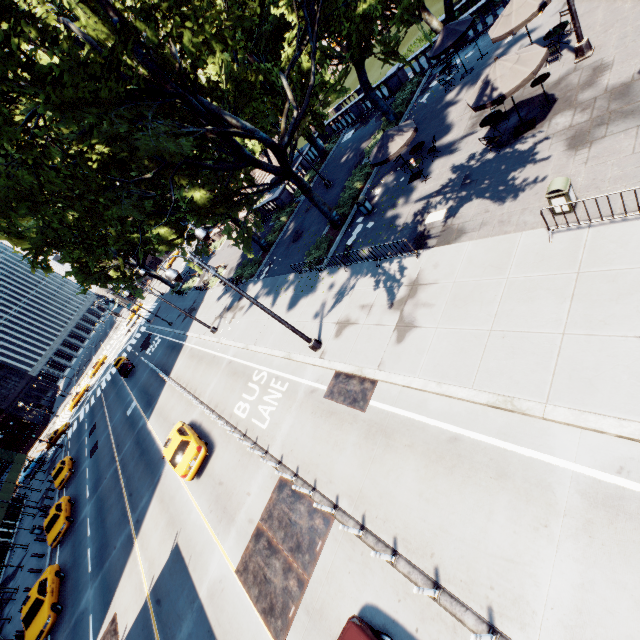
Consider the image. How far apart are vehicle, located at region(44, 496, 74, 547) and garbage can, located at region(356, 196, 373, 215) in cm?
3241

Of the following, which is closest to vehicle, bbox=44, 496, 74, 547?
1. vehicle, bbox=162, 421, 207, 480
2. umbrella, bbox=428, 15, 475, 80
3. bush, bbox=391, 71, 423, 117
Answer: vehicle, bbox=162, 421, 207, 480

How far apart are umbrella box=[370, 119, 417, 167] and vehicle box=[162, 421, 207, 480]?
17.0 meters

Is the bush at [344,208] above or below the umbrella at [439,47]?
below

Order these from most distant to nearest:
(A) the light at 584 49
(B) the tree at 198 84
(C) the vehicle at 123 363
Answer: (C) the vehicle at 123 363, (A) the light at 584 49, (B) the tree at 198 84

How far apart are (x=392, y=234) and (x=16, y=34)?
15.0 meters

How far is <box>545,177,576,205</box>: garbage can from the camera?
9.4m

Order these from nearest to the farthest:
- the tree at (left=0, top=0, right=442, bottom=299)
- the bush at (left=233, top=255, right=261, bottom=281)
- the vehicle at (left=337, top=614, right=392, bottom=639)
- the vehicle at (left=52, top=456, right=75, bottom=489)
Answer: the vehicle at (left=337, top=614, right=392, bottom=639) → the tree at (left=0, top=0, right=442, bottom=299) → the bush at (left=233, top=255, right=261, bottom=281) → the vehicle at (left=52, top=456, right=75, bottom=489)
